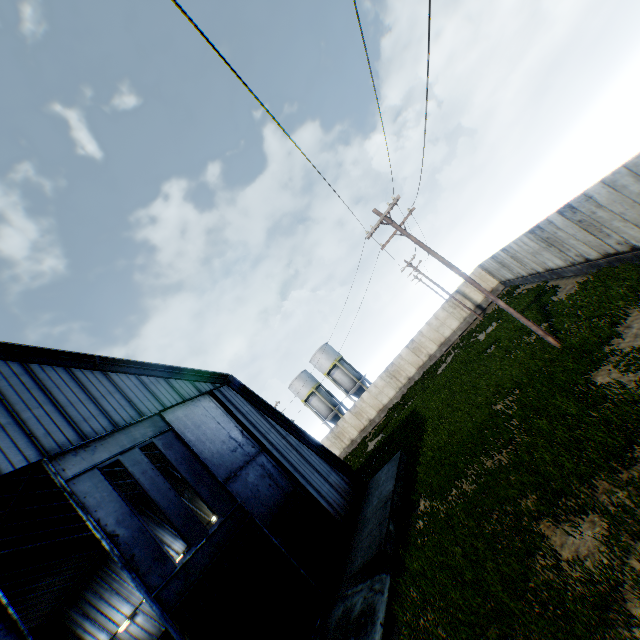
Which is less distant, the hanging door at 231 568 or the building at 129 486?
the hanging door at 231 568

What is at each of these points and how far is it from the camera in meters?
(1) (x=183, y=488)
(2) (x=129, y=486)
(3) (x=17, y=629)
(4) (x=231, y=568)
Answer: (1) building, 22.7 m
(2) building, 22.0 m
(3) hanging door, 7.3 m
(4) hanging door, 11.2 m

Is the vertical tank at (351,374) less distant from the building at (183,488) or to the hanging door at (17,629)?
the building at (183,488)

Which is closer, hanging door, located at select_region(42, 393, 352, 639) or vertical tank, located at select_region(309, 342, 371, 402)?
hanging door, located at select_region(42, 393, 352, 639)

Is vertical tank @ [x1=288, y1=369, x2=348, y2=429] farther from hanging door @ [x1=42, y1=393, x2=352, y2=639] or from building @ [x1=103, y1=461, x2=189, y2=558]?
hanging door @ [x1=42, y1=393, x2=352, y2=639]

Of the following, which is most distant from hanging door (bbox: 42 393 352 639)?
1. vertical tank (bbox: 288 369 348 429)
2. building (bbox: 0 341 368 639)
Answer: vertical tank (bbox: 288 369 348 429)

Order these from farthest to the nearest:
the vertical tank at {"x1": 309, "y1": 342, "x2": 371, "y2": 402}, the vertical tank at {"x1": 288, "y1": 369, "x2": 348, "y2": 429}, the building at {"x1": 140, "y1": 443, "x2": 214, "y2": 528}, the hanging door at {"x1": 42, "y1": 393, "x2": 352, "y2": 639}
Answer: the vertical tank at {"x1": 288, "y1": 369, "x2": 348, "y2": 429}, the vertical tank at {"x1": 309, "y1": 342, "x2": 371, "y2": 402}, the building at {"x1": 140, "y1": 443, "x2": 214, "y2": 528}, the hanging door at {"x1": 42, "y1": 393, "x2": 352, "y2": 639}

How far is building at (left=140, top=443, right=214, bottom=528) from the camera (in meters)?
21.11
